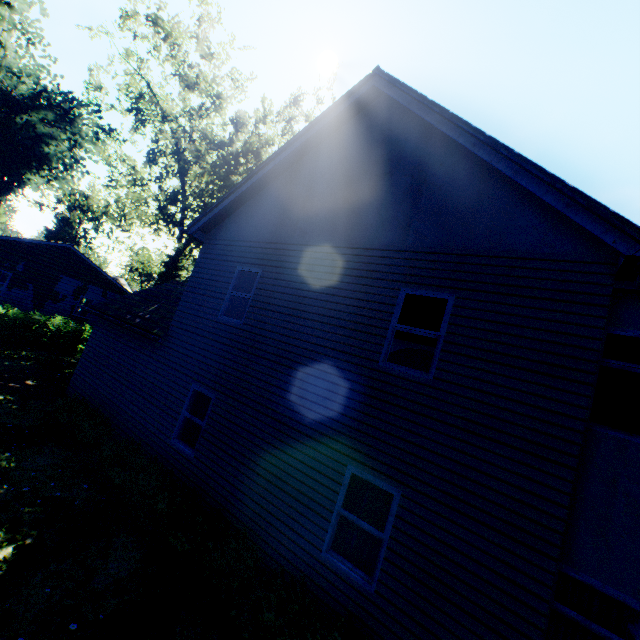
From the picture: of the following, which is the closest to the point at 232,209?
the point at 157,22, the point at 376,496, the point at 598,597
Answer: the point at 376,496

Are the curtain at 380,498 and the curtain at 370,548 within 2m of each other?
yes

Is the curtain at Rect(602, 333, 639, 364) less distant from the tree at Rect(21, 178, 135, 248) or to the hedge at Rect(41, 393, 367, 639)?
the hedge at Rect(41, 393, 367, 639)

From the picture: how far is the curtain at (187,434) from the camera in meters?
8.6 m

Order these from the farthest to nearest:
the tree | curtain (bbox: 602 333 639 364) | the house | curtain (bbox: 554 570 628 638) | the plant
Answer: the tree, the house, the plant, curtain (bbox: 602 333 639 364), curtain (bbox: 554 570 628 638)

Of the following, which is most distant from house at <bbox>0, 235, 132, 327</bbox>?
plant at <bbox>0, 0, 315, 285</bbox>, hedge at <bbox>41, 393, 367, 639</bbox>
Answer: hedge at <bbox>41, 393, 367, 639</bbox>

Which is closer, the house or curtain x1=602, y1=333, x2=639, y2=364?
curtain x1=602, y1=333, x2=639, y2=364

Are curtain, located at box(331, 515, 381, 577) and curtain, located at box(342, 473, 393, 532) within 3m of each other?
yes
